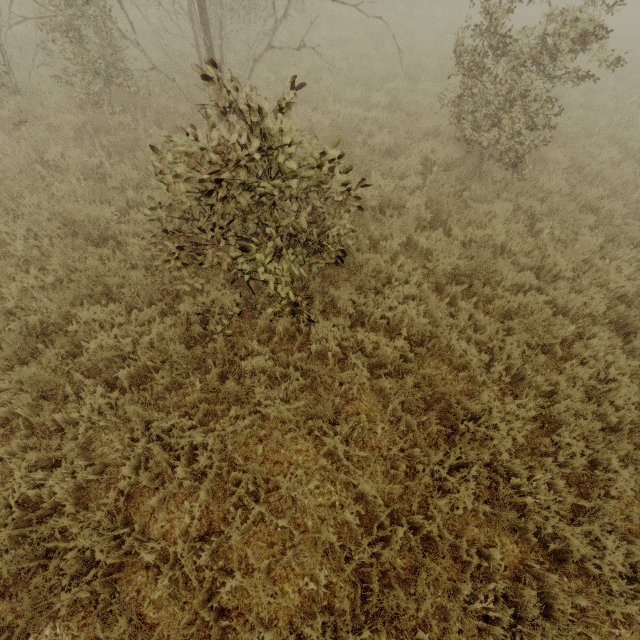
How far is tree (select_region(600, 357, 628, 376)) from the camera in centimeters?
451cm

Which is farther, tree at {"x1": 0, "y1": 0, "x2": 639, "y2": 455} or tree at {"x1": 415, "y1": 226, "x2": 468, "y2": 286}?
tree at {"x1": 415, "y1": 226, "x2": 468, "y2": 286}

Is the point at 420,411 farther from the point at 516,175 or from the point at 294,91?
the point at 294,91

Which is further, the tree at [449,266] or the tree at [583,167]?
the tree at [449,266]

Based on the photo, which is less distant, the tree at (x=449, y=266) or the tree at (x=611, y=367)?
the tree at (x=611, y=367)

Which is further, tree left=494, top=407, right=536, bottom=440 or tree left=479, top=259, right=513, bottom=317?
tree left=479, top=259, right=513, bottom=317
